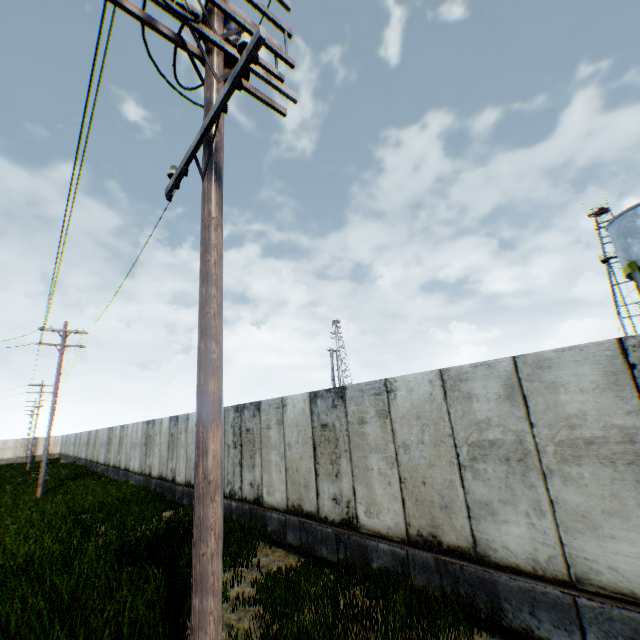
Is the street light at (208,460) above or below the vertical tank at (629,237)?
below

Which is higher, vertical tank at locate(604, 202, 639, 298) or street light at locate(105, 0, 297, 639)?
vertical tank at locate(604, 202, 639, 298)

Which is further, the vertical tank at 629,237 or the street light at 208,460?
the vertical tank at 629,237

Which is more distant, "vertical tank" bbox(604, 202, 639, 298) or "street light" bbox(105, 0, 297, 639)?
"vertical tank" bbox(604, 202, 639, 298)

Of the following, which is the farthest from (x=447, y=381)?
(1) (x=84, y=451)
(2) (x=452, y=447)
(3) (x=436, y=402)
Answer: (1) (x=84, y=451)
